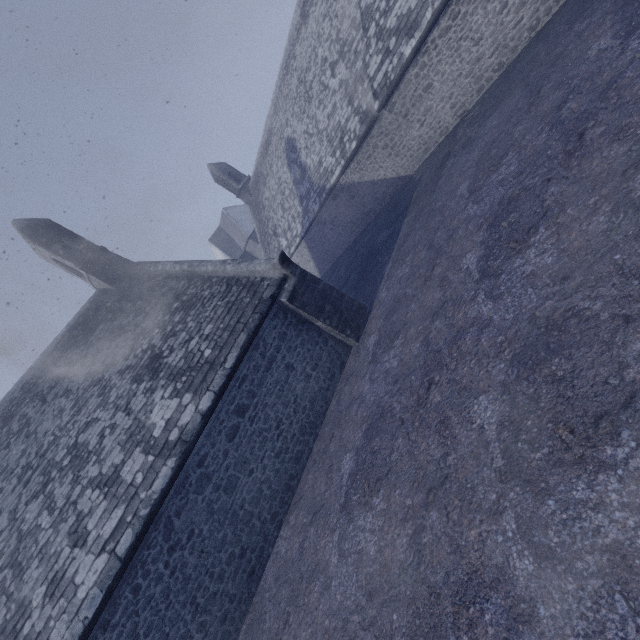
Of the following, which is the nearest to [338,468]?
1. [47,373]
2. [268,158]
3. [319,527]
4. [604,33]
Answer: [319,527]
